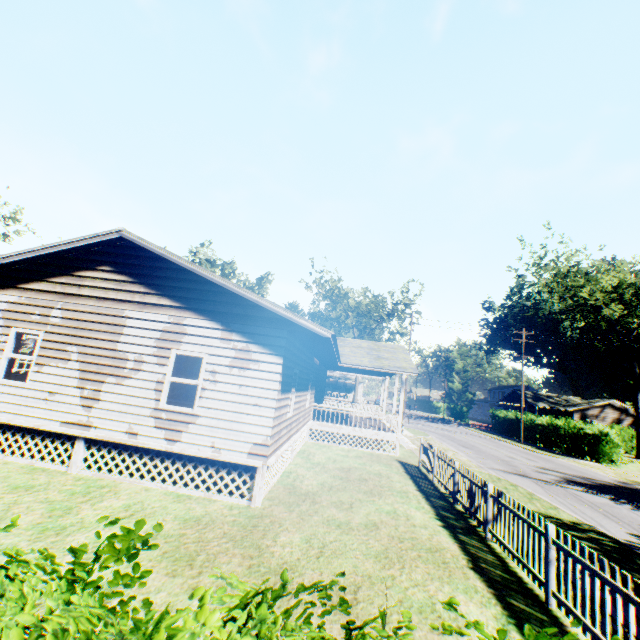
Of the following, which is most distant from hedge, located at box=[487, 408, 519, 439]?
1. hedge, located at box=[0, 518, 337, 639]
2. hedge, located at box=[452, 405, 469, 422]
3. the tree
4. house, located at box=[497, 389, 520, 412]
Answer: hedge, located at box=[0, 518, 337, 639]

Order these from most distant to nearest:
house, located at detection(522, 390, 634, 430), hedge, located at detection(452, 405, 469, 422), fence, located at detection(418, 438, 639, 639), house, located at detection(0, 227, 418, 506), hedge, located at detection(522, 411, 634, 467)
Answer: Answer: hedge, located at detection(452, 405, 469, 422) → house, located at detection(522, 390, 634, 430) → hedge, located at detection(522, 411, 634, 467) → house, located at detection(0, 227, 418, 506) → fence, located at detection(418, 438, 639, 639)

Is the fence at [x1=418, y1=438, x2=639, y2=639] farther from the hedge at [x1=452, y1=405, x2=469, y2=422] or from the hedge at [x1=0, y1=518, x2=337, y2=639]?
the hedge at [x1=452, y1=405, x2=469, y2=422]

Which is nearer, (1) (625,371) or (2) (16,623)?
(2) (16,623)

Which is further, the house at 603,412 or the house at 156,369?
the house at 603,412

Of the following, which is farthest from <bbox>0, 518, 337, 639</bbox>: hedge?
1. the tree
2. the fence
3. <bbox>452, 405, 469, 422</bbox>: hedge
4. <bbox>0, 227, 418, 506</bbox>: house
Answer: <bbox>452, 405, 469, 422</bbox>: hedge

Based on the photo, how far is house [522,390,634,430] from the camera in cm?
4525

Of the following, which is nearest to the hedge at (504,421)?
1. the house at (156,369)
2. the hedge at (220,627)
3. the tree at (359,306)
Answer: the house at (156,369)
